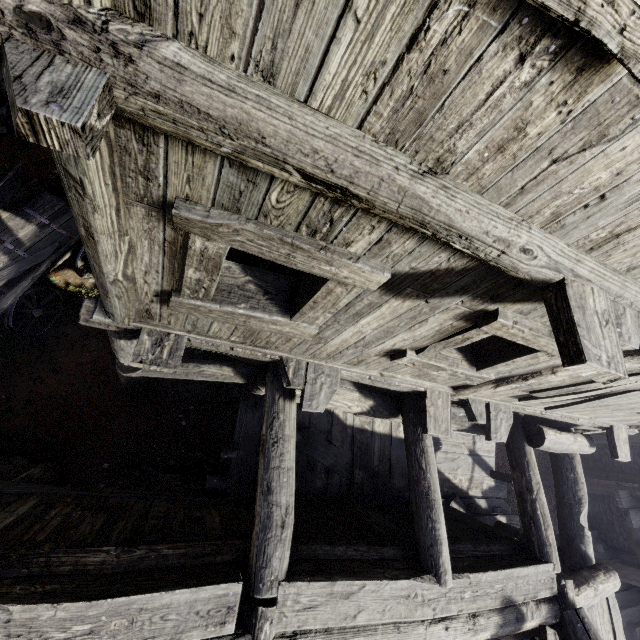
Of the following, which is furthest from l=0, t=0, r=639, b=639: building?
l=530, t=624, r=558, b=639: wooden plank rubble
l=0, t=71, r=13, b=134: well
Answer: l=0, t=71, r=13, b=134: well

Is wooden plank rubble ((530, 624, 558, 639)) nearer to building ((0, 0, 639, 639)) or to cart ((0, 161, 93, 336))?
building ((0, 0, 639, 639))

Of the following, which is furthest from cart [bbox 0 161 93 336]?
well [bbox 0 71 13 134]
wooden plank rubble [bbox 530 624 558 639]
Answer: wooden plank rubble [bbox 530 624 558 639]

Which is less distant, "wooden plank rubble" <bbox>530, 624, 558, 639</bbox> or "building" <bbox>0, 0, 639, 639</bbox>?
"building" <bbox>0, 0, 639, 639</bbox>

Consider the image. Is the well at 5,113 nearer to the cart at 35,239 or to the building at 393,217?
the cart at 35,239

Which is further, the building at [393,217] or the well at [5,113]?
the well at [5,113]

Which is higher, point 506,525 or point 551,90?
point 551,90

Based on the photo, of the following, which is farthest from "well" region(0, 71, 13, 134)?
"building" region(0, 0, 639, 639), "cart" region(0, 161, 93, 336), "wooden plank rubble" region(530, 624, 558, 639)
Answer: "wooden plank rubble" region(530, 624, 558, 639)
